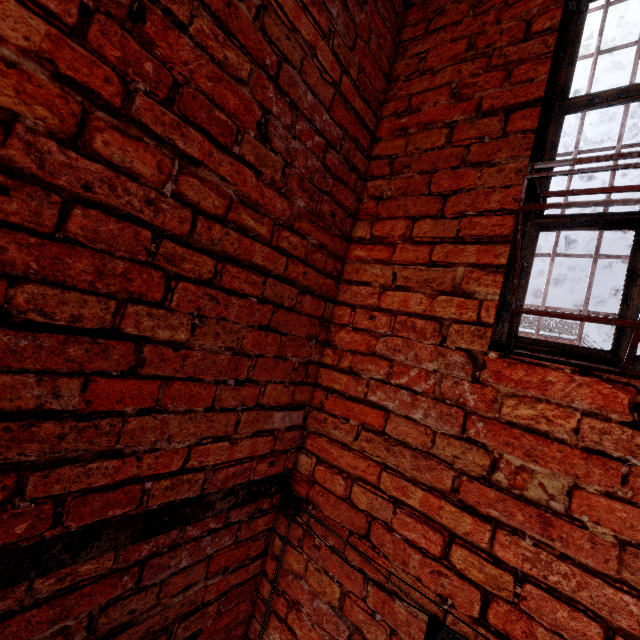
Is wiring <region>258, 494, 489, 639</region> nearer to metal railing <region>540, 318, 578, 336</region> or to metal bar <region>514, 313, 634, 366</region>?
metal bar <region>514, 313, 634, 366</region>

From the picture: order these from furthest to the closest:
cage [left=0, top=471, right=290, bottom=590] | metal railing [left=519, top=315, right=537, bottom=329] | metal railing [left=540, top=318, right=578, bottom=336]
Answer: metal railing [left=519, top=315, right=537, bottom=329], metal railing [left=540, top=318, right=578, bottom=336], cage [left=0, top=471, right=290, bottom=590]

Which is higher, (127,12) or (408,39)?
(408,39)

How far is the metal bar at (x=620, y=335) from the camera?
1.0 meters

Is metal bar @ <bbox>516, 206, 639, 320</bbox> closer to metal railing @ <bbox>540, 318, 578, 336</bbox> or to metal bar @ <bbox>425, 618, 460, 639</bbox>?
metal bar @ <bbox>425, 618, 460, 639</bbox>

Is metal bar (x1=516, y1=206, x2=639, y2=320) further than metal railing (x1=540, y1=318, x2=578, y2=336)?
No

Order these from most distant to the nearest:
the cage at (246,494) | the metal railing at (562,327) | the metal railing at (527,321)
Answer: the metal railing at (527,321) < the metal railing at (562,327) < the cage at (246,494)
